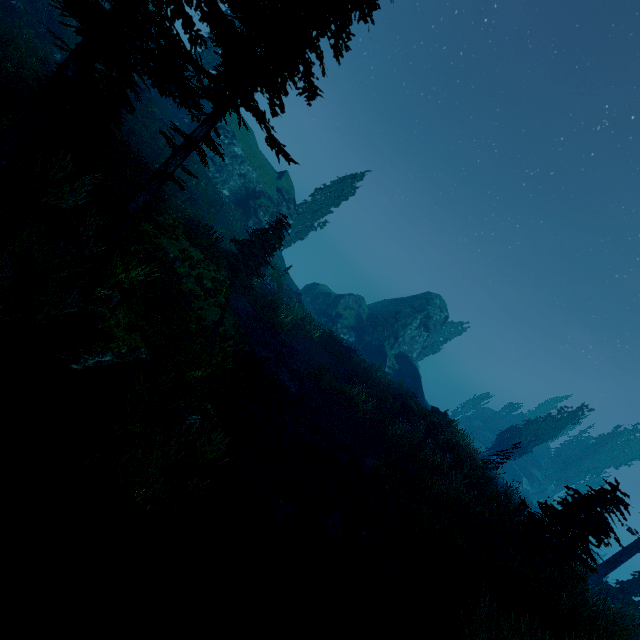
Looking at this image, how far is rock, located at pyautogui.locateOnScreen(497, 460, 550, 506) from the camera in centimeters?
5116cm

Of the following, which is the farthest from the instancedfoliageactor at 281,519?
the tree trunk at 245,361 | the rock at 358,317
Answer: the tree trunk at 245,361

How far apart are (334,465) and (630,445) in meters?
70.4

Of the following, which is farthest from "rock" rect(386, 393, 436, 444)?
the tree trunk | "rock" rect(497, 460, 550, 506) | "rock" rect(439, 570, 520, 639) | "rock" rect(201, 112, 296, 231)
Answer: "rock" rect(497, 460, 550, 506)

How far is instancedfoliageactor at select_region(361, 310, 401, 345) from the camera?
40.2m

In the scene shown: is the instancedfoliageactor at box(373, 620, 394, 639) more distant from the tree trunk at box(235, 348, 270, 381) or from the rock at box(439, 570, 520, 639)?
the tree trunk at box(235, 348, 270, 381)

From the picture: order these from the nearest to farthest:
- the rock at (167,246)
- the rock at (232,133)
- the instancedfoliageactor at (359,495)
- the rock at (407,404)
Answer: the instancedfoliageactor at (359,495), the rock at (167,246), the rock at (407,404), the rock at (232,133)

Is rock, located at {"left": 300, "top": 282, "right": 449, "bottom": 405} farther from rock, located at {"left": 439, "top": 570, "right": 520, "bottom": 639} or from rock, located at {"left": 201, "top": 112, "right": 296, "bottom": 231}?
rock, located at {"left": 439, "top": 570, "right": 520, "bottom": 639}
